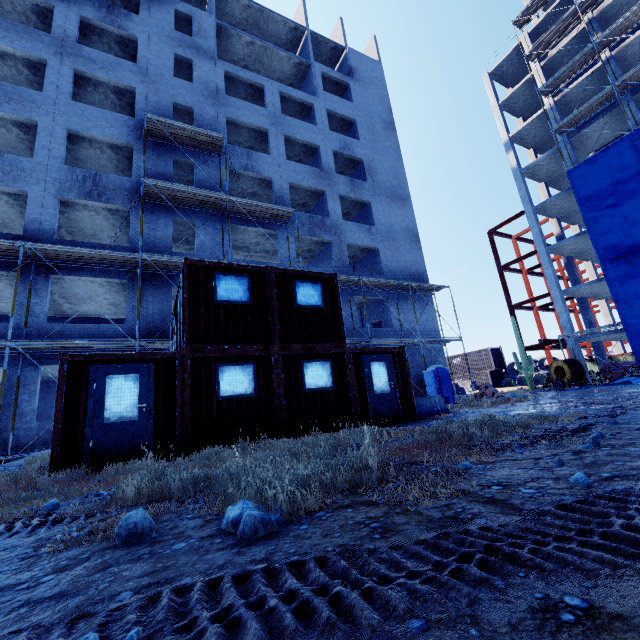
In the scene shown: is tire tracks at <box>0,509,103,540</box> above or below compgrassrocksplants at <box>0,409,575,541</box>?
below

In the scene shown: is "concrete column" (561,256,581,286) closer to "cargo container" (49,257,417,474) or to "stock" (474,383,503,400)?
"stock" (474,383,503,400)

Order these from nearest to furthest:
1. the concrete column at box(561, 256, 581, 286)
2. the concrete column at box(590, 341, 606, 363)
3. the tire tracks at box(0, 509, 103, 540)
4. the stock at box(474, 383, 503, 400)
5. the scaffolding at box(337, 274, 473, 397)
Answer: the tire tracks at box(0, 509, 103, 540) < the stock at box(474, 383, 503, 400) < the scaffolding at box(337, 274, 473, 397) < the concrete column at box(590, 341, 606, 363) < the concrete column at box(561, 256, 581, 286)

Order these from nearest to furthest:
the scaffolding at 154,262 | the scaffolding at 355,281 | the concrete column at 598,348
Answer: the scaffolding at 154,262
the scaffolding at 355,281
the concrete column at 598,348

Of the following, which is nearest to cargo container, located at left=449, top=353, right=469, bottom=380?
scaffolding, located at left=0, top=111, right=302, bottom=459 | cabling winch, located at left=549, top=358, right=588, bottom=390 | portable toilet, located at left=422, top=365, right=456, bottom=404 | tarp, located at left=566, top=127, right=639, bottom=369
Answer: cabling winch, located at left=549, top=358, right=588, bottom=390

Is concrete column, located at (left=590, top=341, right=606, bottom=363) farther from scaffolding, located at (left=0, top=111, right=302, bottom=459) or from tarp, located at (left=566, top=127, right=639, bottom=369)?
scaffolding, located at (left=0, top=111, right=302, bottom=459)

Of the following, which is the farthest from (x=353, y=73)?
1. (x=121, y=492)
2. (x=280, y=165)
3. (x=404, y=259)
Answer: (x=121, y=492)

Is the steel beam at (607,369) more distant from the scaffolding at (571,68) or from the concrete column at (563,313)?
the scaffolding at (571,68)
